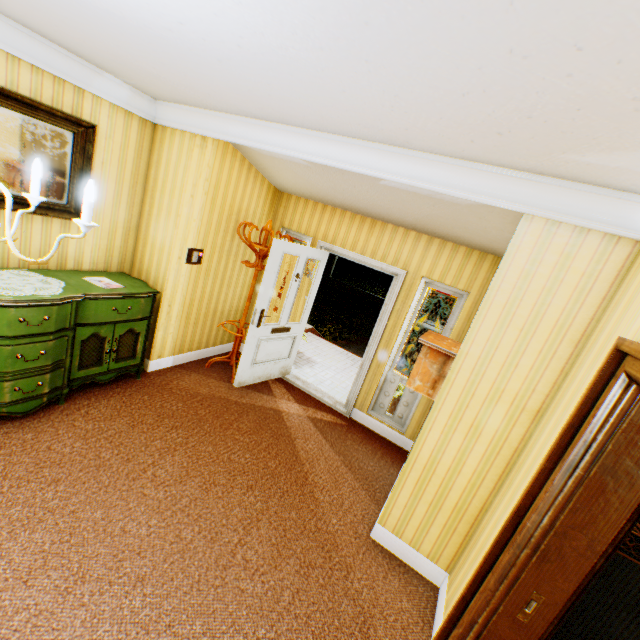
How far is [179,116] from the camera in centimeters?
349cm

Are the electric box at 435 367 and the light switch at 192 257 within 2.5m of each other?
no

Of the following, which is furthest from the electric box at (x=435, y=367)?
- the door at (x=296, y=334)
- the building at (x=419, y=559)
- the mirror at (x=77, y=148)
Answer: the mirror at (x=77, y=148)

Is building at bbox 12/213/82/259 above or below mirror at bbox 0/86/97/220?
below

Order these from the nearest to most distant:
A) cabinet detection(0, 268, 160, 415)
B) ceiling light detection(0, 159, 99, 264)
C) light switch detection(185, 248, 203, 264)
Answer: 1. ceiling light detection(0, 159, 99, 264)
2. cabinet detection(0, 268, 160, 415)
3. light switch detection(185, 248, 203, 264)

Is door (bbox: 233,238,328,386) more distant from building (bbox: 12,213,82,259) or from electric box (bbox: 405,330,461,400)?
electric box (bbox: 405,330,461,400)

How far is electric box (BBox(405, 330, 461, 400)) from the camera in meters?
2.7 m

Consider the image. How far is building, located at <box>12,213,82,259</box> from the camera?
3.1m
